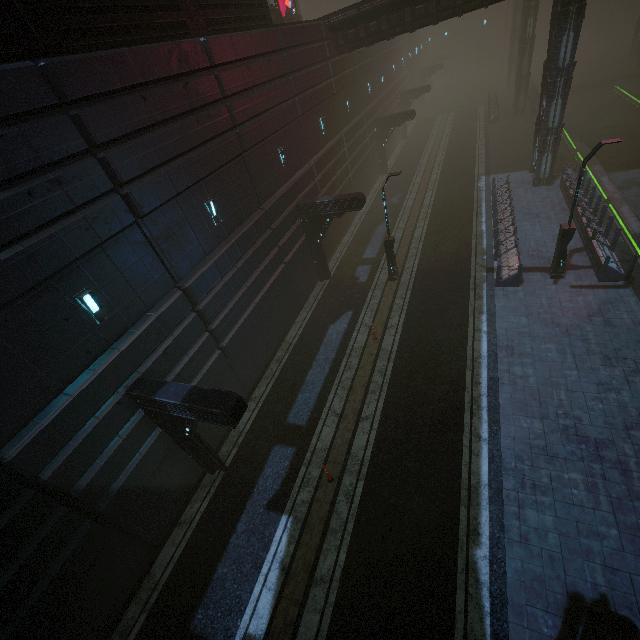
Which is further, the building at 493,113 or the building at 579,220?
the building at 493,113

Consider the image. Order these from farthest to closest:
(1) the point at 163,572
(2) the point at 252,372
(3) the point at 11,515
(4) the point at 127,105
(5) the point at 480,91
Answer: (5) the point at 480,91 < (2) the point at 252,372 < (1) the point at 163,572 < (4) the point at 127,105 < (3) the point at 11,515

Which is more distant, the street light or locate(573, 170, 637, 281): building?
locate(573, 170, 637, 281): building

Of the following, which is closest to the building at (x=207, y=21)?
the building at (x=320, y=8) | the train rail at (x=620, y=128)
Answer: the train rail at (x=620, y=128)

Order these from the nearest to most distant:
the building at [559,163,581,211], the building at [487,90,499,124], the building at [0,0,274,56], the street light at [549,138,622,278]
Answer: the building at [0,0,274,56], the street light at [549,138,622,278], the building at [559,163,581,211], the building at [487,90,499,124]

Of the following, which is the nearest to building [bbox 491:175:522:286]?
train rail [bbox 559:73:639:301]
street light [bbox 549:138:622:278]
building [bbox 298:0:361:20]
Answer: train rail [bbox 559:73:639:301]

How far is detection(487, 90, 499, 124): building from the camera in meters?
34.7 m

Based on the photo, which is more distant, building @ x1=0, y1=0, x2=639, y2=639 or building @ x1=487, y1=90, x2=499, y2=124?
building @ x1=487, y1=90, x2=499, y2=124
